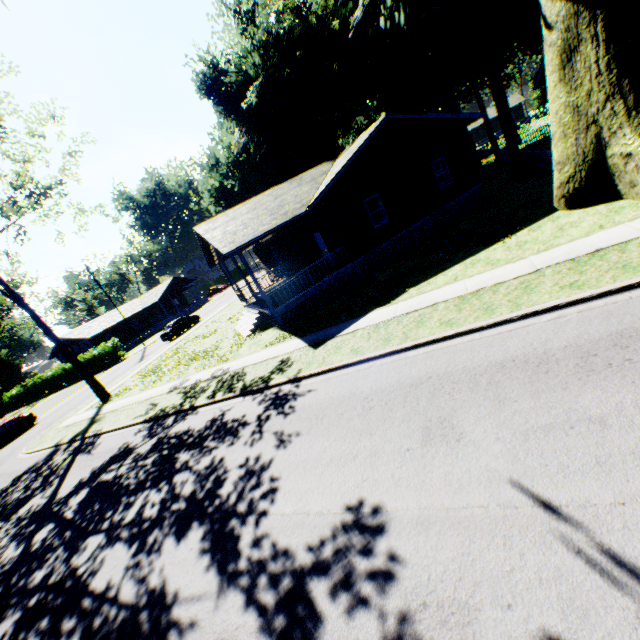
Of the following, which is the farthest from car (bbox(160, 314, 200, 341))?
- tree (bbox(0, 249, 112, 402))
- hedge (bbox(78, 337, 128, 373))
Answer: hedge (bbox(78, 337, 128, 373))

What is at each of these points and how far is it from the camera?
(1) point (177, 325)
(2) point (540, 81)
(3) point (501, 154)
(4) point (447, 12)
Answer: (1) car, 33.7 meters
(2) house, 23.2 meters
(3) fence, 30.7 meters
(4) plant, 19.1 meters

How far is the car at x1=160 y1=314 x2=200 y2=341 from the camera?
32.9m

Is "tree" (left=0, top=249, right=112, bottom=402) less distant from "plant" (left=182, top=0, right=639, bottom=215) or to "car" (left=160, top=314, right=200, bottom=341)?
"plant" (left=182, top=0, right=639, bottom=215)

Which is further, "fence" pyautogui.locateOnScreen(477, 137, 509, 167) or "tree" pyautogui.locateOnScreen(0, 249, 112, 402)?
"fence" pyautogui.locateOnScreen(477, 137, 509, 167)

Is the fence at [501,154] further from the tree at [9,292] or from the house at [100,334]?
the tree at [9,292]

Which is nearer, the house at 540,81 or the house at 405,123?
the house at 405,123

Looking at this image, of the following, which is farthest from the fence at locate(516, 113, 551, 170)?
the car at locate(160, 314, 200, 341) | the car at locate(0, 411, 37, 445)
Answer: the car at locate(0, 411, 37, 445)
